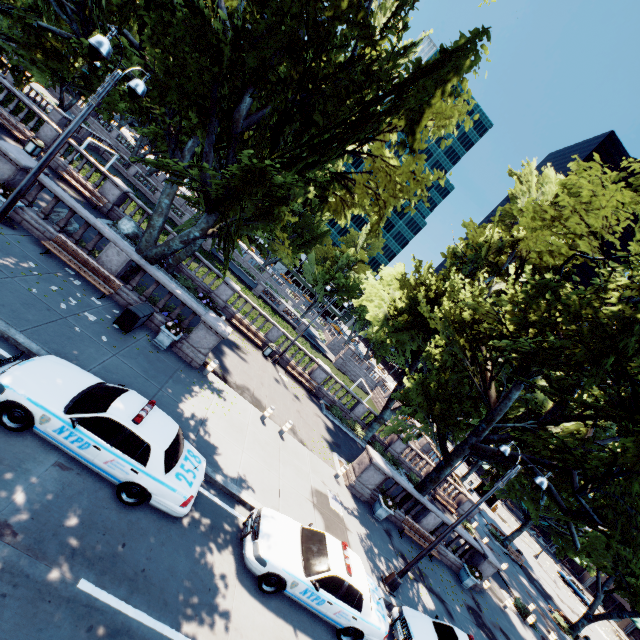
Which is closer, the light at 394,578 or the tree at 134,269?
the light at 394,578

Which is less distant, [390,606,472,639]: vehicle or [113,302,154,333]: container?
[390,606,472,639]: vehicle

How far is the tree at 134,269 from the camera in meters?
14.8

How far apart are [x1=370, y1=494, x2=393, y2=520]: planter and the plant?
12.96m

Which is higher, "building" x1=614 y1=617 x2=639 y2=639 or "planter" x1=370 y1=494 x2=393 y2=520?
"building" x1=614 y1=617 x2=639 y2=639

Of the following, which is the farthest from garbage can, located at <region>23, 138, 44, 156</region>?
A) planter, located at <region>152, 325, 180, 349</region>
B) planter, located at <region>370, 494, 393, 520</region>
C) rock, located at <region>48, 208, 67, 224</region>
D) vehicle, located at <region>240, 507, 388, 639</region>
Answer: planter, located at <region>370, 494, 393, 520</region>

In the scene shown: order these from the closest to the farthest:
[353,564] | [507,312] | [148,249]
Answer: [353,564]
[148,249]
[507,312]

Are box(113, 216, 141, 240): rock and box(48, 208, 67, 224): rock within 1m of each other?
no
